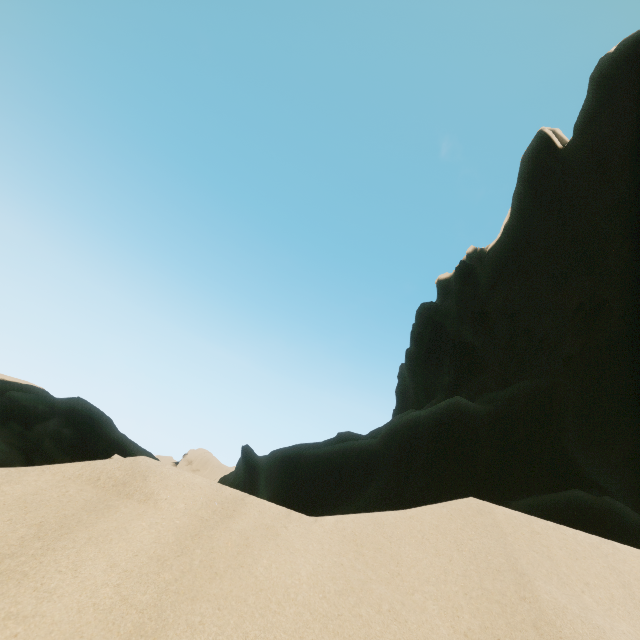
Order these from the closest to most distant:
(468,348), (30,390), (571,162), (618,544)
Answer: (618,544)
(30,390)
(571,162)
(468,348)
